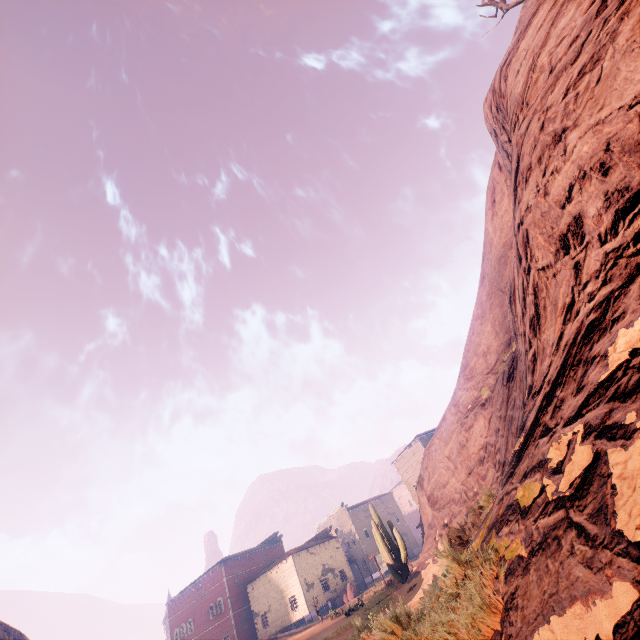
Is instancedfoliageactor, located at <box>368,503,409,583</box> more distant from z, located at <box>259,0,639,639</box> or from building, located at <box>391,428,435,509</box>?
building, located at <box>391,428,435,509</box>

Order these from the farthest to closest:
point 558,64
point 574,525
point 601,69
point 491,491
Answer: point 491,491 → point 558,64 → point 601,69 → point 574,525

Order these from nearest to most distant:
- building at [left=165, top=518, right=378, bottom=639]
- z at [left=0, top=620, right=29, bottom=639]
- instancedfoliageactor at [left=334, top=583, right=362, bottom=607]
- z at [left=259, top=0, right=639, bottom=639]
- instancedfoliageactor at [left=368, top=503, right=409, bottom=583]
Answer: z at [left=259, top=0, right=639, bottom=639]
instancedfoliageactor at [left=368, top=503, right=409, bottom=583]
z at [left=0, top=620, right=29, bottom=639]
instancedfoliageactor at [left=334, top=583, right=362, bottom=607]
building at [left=165, top=518, right=378, bottom=639]

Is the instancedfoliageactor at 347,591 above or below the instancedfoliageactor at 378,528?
below

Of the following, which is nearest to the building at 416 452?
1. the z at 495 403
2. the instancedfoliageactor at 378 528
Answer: the z at 495 403

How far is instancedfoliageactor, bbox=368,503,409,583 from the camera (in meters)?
17.38
